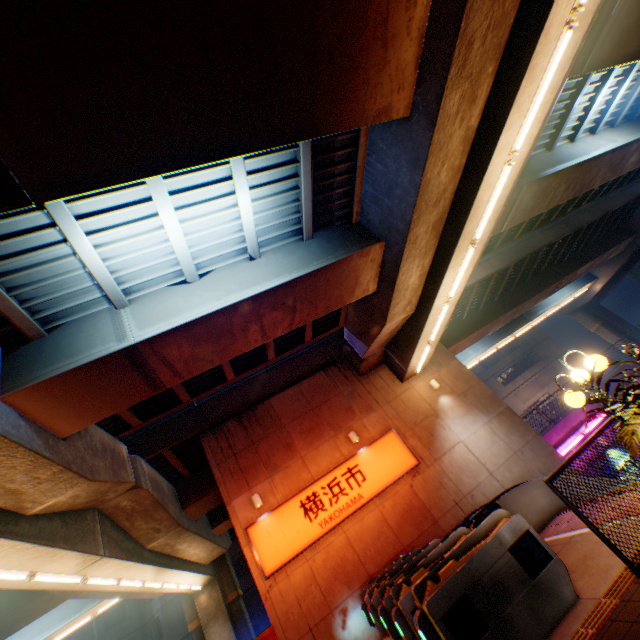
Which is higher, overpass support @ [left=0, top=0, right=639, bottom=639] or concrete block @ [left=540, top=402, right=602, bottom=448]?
overpass support @ [left=0, top=0, right=639, bottom=639]

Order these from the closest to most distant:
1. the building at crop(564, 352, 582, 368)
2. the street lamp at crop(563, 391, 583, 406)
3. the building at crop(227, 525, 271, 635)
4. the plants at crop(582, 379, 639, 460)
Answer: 1. the plants at crop(582, 379, 639, 460)
2. the street lamp at crop(563, 391, 583, 406)
3. the building at crop(227, 525, 271, 635)
4. the building at crop(564, 352, 582, 368)

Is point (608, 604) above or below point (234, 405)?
below

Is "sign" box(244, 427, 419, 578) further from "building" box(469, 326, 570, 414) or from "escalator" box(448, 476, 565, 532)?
"building" box(469, 326, 570, 414)

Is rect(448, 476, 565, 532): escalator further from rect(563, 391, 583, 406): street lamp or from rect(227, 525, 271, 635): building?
rect(227, 525, 271, 635): building

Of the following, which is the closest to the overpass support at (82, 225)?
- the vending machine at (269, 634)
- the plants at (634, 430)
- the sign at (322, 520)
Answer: the plants at (634, 430)

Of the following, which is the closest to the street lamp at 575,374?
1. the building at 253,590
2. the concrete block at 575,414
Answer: the concrete block at 575,414

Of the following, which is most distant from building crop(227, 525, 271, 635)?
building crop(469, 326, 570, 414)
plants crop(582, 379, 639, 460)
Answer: plants crop(582, 379, 639, 460)
